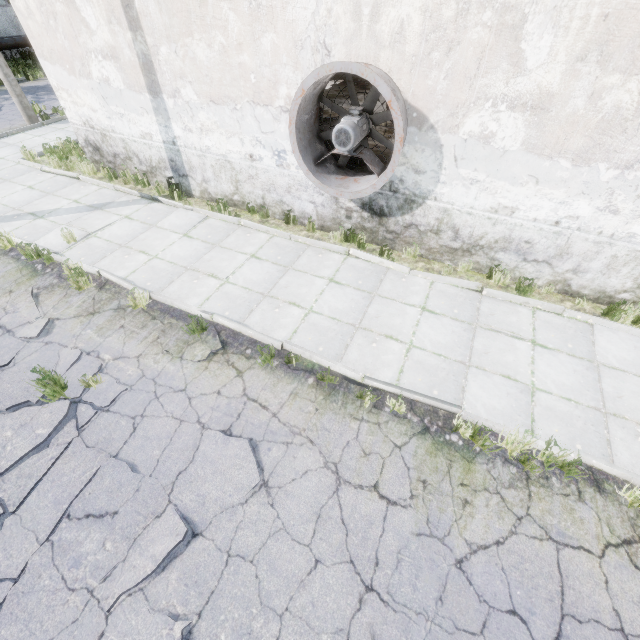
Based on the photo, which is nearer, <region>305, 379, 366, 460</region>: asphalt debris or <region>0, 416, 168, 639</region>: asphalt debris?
<region>0, 416, 168, 639</region>: asphalt debris

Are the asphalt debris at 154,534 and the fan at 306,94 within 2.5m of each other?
no

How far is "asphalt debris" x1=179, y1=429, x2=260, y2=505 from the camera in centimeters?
404cm

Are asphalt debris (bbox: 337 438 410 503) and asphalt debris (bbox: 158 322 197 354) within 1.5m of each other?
no

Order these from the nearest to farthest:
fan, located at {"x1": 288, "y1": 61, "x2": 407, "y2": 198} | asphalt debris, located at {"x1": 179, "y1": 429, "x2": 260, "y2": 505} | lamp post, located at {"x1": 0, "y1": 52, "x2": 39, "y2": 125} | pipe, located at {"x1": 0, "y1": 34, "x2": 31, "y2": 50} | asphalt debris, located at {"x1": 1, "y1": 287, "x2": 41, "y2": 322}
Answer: asphalt debris, located at {"x1": 179, "y1": 429, "x2": 260, "y2": 505} → fan, located at {"x1": 288, "y1": 61, "x2": 407, "y2": 198} → asphalt debris, located at {"x1": 1, "y1": 287, "x2": 41, "y2": 322} → lamp post, located at {"x1": 0, "y1": 52, "x2": 39, "y2": 125} → pipe, located at {"x1": 0, "y1": 34, "x2": 31, "y2": 50}

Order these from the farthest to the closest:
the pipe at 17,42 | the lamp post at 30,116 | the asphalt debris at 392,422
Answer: the pipe at 17,42 → the lamp post at 30,116 → the asphalt debris at 392,422

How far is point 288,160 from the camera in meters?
7.3 m
